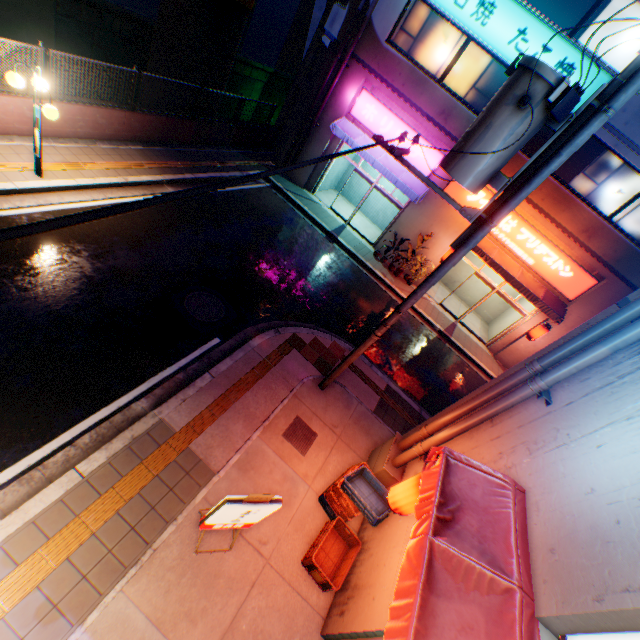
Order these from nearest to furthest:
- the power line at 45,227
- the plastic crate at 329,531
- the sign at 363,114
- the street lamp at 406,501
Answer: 1. the power line at 45,227
2. the street lamp at 406,501
3. the plastic crate at 329,531
4. the sign at 363,114

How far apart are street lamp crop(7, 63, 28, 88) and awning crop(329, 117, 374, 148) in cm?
1016

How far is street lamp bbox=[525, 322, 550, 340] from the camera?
13.71m

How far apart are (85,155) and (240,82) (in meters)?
27.68

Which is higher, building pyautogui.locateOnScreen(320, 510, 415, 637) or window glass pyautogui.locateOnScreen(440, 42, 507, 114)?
window glass pyautogui.locateOnScreen(440, 42, 507, 114)

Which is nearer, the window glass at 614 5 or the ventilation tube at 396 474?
the ventilation tube at 396 474

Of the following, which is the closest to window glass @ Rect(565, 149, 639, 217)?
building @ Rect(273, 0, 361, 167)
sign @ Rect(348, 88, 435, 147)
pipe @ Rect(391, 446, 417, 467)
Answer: building @ Rect(273, 0, 361, 167)

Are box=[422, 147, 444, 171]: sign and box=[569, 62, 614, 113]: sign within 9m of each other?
yes
